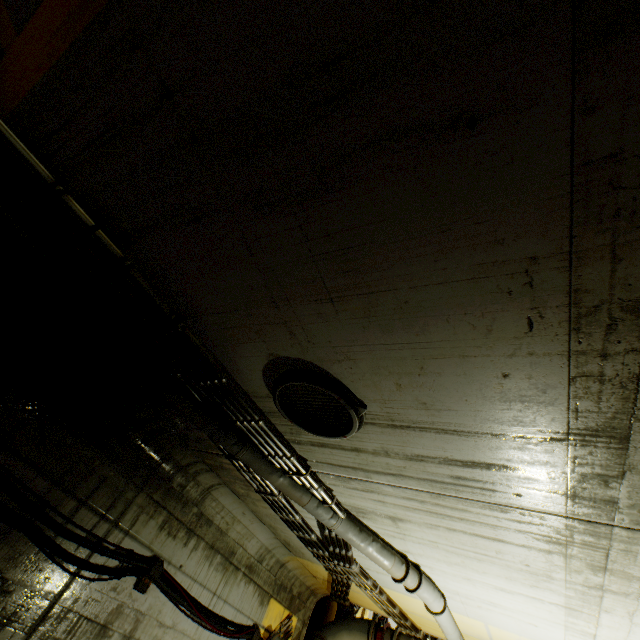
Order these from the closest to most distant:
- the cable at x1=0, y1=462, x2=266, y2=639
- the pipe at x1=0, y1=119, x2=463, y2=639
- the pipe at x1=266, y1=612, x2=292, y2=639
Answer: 1. the pipe at x1=0, y1=119, x2=463, y2=639
2. the cable at x1=0, y1=462, x2=266, y2=639
3. the pipe at x1=266, y1=612, x2=292, y2=639

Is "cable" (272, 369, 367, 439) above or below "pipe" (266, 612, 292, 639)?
above

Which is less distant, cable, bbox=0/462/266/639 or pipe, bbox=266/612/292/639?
cable, bbox=0/462/266/639

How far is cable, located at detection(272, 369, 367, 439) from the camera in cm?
249

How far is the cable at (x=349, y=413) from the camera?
2.5 meters

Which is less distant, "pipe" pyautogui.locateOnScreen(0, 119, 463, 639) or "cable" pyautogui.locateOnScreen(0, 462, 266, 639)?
"pipe" pyautogui.locateOnScreen(0, 119, 463, 639)

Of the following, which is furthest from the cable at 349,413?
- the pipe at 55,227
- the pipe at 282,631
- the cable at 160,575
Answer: the pipe at 282,631

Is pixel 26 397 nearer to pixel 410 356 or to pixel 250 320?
pixel 250 320
